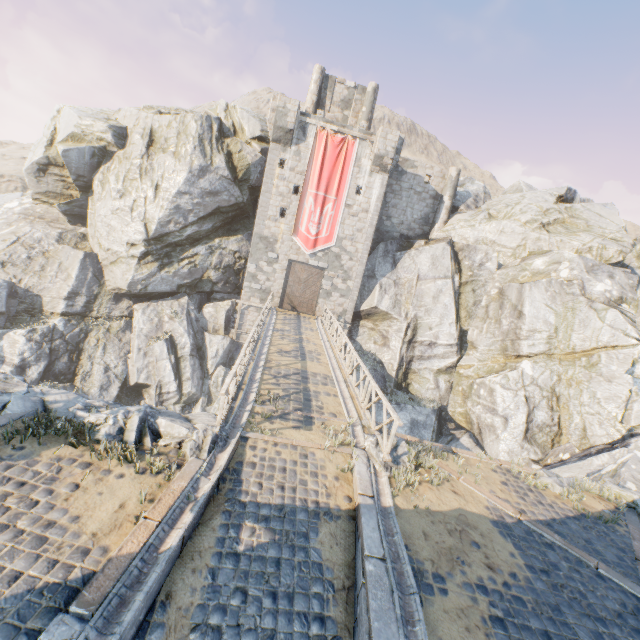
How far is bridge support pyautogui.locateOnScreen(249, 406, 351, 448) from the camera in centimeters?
844cm

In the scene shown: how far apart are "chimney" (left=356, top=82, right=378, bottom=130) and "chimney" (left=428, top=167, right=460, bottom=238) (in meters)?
7.34

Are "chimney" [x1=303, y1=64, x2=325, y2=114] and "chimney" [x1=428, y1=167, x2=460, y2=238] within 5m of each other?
no

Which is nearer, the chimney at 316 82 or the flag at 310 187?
the flag at 310 187

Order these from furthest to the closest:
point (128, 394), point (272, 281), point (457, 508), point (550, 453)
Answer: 1. point (272, 281)
2. point (128, 394)
3. point (550, 453)
4. point (457, 508)

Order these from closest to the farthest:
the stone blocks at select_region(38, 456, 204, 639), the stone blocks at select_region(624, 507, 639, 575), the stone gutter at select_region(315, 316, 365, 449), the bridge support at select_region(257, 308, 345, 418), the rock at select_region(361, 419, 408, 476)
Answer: the stone blocks at select_region(38, 456, 204, 639) < the stone blocks at select_region(624, 507, 639, 575) < the rock at select_region(361, 419, 408, 476) < the stone gutter at select_region(315, 316, 365, 449) < the bridge support at select_region(257, 308, 345, 418)

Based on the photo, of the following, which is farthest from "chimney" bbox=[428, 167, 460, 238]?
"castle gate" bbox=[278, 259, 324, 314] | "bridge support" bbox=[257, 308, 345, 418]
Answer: "bridge support" bbox=[257, 308, 345, 418]

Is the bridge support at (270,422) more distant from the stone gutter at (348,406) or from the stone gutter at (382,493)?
the stone gutter at (382,493)
